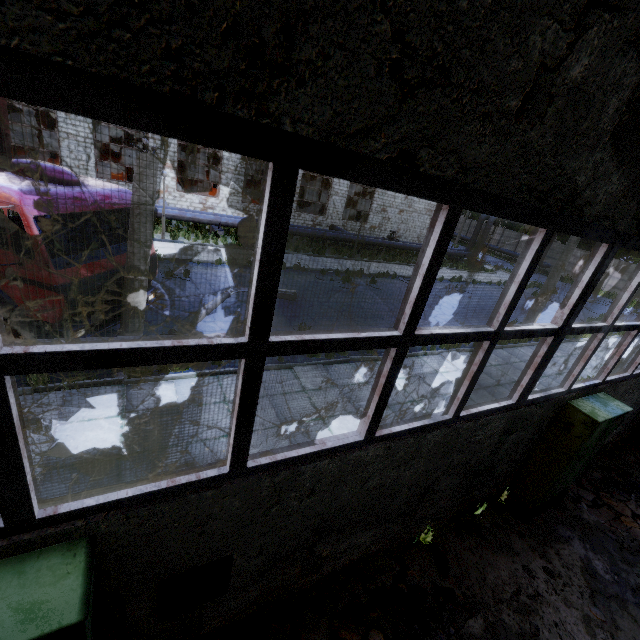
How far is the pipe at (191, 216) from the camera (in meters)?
18.66

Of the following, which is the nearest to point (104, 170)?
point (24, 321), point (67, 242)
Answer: point (67, 242)

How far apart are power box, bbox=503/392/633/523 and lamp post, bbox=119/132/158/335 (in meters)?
7.99

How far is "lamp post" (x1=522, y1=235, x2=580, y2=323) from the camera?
13.6m

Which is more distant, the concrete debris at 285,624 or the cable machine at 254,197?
the cable machine at 254,197

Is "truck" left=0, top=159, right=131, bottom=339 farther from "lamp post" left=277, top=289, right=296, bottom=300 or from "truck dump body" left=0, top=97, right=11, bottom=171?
"lamp post" left=277, top=289, right=296, bottom=300

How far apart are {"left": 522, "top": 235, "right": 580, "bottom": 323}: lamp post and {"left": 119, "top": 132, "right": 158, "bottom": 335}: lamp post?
15.0 meters

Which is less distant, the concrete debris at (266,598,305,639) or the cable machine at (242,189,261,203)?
the concrete debris at (266,598,305,639)
